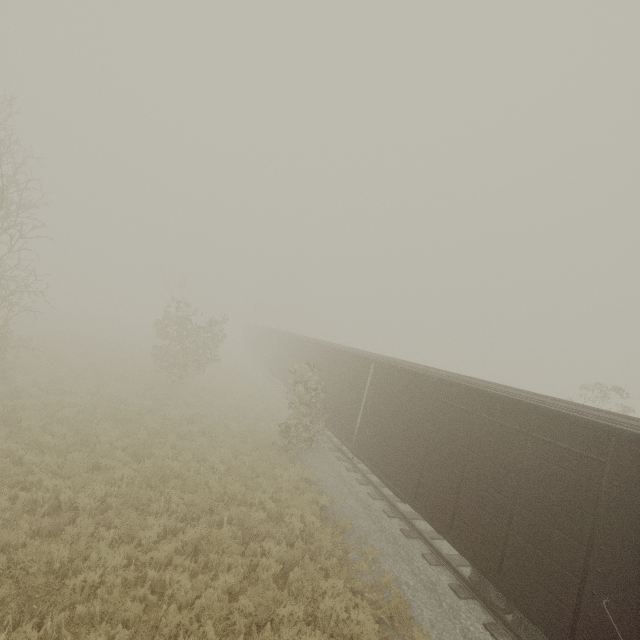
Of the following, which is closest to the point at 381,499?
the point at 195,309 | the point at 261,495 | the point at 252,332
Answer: the point at 261,495
